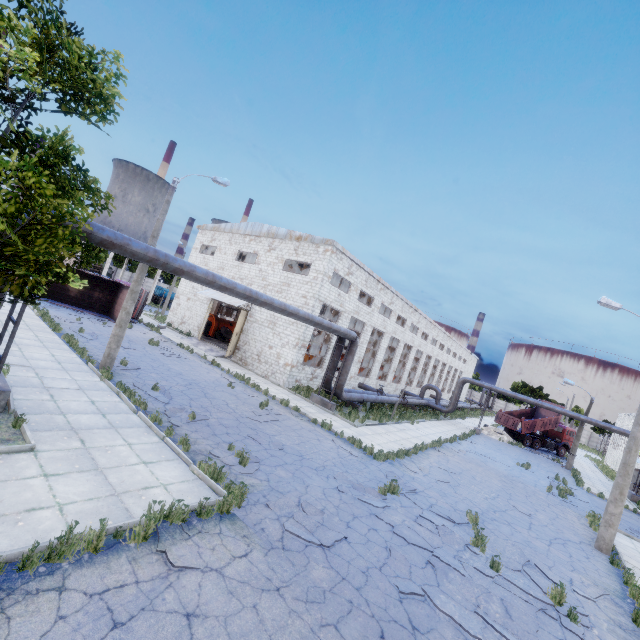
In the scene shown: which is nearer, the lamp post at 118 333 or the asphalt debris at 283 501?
the asphalt debris at 283 501

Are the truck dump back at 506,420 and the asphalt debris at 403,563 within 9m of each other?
no

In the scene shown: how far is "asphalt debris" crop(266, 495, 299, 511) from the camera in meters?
8.0 m

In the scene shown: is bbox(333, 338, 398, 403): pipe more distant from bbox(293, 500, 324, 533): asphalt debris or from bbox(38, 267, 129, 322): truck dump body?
bbox(38, 267, 129, 322): truck dump body

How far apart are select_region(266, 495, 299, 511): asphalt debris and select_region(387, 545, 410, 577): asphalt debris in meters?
1.0 m

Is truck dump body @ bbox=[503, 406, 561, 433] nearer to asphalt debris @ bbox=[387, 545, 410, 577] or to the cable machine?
the cable machine

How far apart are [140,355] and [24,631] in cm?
1605

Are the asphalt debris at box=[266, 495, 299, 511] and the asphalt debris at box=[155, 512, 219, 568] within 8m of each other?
yes
